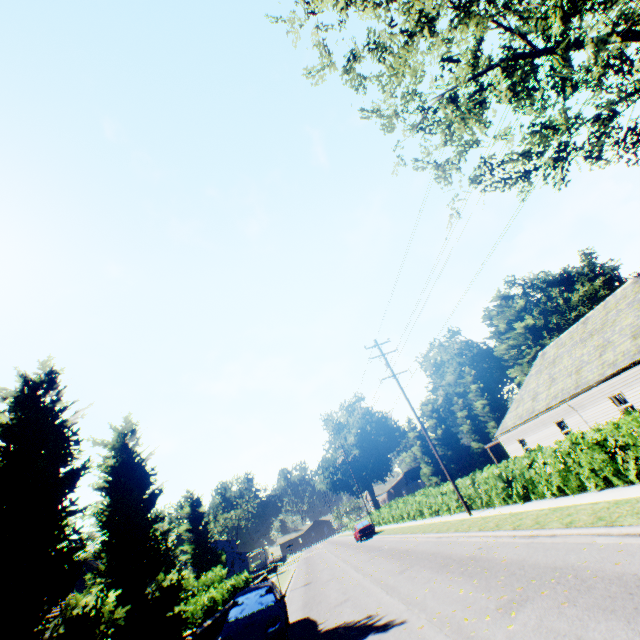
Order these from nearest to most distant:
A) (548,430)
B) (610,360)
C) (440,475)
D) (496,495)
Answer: (496,495) < (610,360) < (548,430) < (440,475)

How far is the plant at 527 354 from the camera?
48.9m

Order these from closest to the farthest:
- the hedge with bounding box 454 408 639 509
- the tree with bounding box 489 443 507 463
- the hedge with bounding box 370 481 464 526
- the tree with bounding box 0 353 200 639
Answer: the tree with bounding box 0 353 200 639, the hedge with bounding box 454 408 639 509, the hedge with bounding box 370 481 464 526, the tree with bounding box 489 443 507 463

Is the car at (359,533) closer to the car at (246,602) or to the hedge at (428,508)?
the hedge at (428,508)

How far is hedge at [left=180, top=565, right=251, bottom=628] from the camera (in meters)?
17.14

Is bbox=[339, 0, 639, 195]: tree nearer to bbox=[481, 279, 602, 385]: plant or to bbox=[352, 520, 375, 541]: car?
bbox=[481, 279, 602, 385]: plant

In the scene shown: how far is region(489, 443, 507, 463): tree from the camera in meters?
50.1
